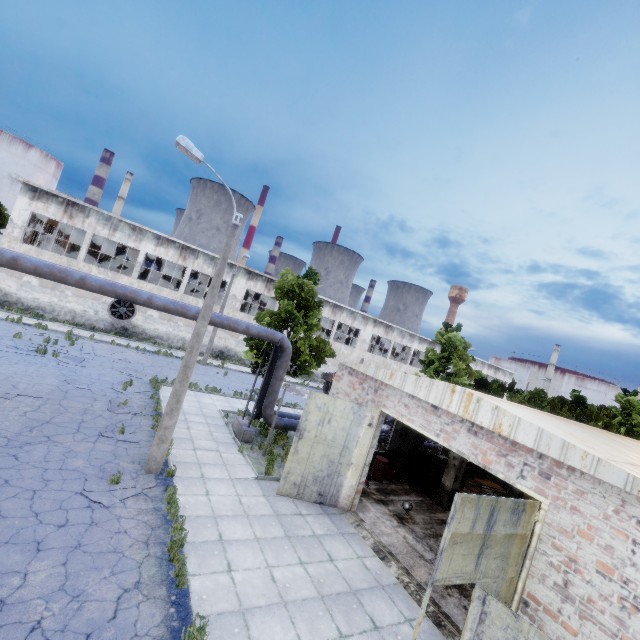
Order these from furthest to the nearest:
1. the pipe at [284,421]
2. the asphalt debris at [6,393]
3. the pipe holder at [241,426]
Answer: the pipe at [284,421], the pipe holder at [241,426], the asphalt debris at [6,393]

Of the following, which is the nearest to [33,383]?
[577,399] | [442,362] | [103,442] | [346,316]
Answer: [103,442]

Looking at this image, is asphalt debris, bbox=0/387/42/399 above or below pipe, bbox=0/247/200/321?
below

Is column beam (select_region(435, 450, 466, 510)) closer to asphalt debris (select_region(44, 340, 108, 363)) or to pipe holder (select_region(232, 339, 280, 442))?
pipe holder (select_region(232, 339, 280, 442))

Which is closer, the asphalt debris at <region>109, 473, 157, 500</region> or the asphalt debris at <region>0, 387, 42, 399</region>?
the asphalt debris at <region>109, 473, 157, 500</region>

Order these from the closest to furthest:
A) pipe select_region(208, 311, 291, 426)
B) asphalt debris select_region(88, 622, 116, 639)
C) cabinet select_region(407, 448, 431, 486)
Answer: asphalt debris select_region(88, 622, 116, 639) < pipe select_region(208, 311, 291, 426) < cabinet select_region(407, 448, 431, 486)

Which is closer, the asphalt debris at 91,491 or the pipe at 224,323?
the asphalt debris at 91,491

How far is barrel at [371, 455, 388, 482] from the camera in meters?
15.2
